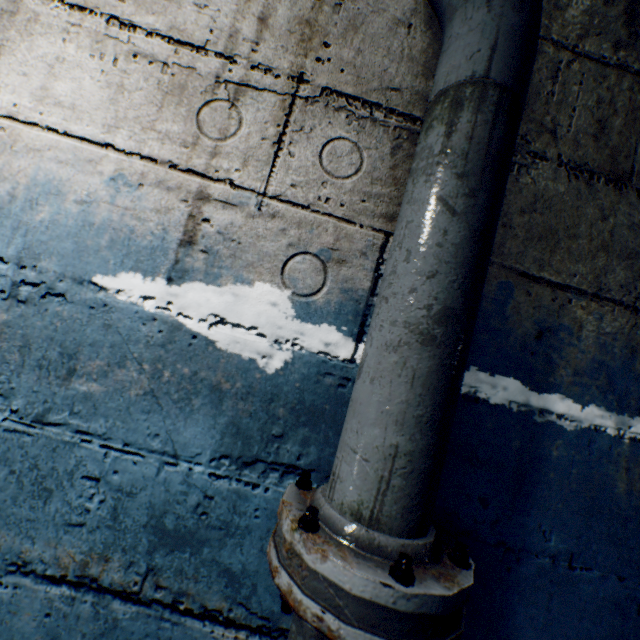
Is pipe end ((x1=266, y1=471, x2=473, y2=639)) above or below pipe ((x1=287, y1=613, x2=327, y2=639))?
above

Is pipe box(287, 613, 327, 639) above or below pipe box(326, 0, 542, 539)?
below

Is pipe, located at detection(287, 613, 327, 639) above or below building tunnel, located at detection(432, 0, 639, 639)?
below

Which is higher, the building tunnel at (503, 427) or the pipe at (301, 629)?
the building tunnel at (503, 427)

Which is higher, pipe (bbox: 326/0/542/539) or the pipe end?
pipe (bbox: 326/0/542/539)

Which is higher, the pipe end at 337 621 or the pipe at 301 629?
the pipe end at 337 621

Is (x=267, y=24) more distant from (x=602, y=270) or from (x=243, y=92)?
(x=602, y=270)
